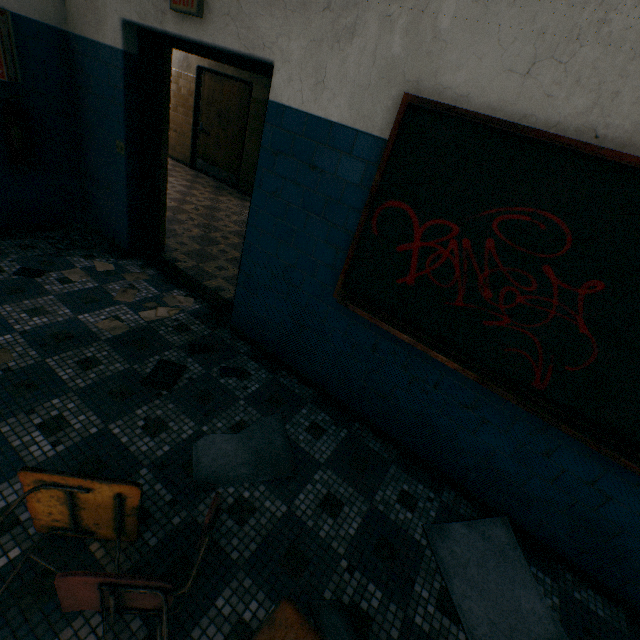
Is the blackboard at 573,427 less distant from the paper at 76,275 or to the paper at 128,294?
the paper at 128,294

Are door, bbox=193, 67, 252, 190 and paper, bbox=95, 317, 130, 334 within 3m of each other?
no

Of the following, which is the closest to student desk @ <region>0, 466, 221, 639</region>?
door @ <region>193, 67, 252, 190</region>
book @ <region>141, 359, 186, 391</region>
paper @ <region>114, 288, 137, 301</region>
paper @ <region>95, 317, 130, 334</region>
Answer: book @ <region>141, 359, 186, 391</region>

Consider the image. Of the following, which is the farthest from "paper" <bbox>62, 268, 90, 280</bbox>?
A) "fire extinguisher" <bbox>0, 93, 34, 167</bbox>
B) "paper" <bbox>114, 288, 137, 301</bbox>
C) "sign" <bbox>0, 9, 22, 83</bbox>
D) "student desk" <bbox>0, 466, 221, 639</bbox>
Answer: "student desk" <bbox>0, 466, 221, 639</bbox>

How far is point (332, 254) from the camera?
2.33m

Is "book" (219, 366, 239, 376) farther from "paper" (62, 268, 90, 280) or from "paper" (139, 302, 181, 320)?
"paper" (62, 268, 90, 280)

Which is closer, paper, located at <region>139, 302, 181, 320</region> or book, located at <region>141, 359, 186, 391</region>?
book, located at <region>141, 359, 186, 391</region>

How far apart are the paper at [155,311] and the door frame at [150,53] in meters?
0.1 m
